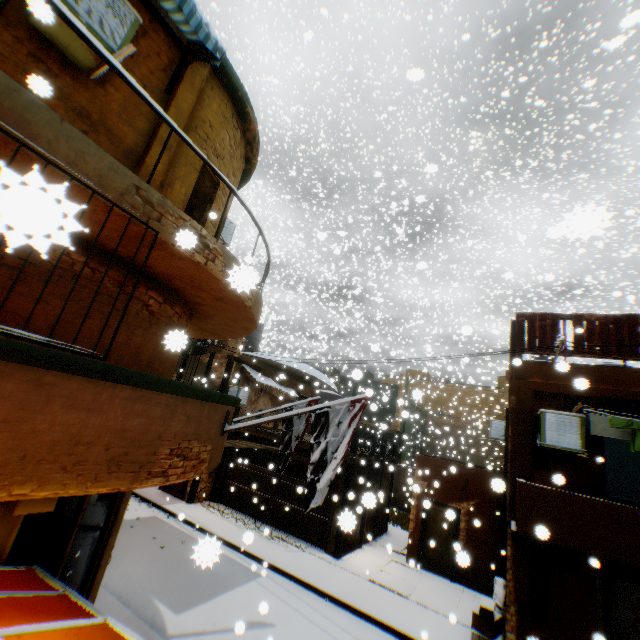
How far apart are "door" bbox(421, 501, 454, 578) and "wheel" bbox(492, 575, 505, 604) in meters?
0.4 m

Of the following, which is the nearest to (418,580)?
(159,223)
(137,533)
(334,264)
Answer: (137,533)

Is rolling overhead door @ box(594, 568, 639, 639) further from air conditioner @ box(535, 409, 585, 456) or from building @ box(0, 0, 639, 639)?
air conditioner @ box(535, 409, 585, 456)

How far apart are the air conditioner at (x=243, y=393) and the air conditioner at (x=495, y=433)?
7.42m

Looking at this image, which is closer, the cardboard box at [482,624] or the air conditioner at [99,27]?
the air conditioner at [99,27]

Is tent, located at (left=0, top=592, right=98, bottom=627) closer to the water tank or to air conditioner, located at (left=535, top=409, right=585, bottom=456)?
air conditioner, located at (left=535, top=409, right=585, bottom=456)

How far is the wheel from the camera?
9.63m

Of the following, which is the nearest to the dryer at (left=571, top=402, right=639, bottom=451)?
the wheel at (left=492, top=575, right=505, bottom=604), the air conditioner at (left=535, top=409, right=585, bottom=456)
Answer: the air conditioner at (left=535, top=409, right=585, bottom=456)
